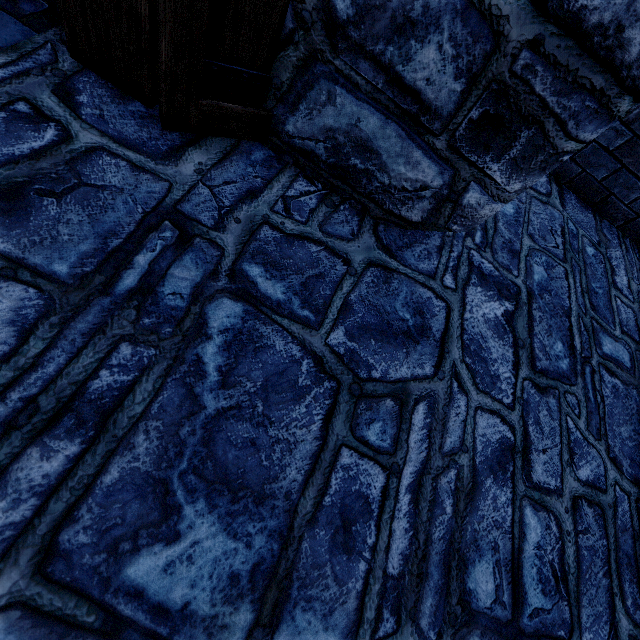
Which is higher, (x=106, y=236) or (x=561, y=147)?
(x=561, y=147)
